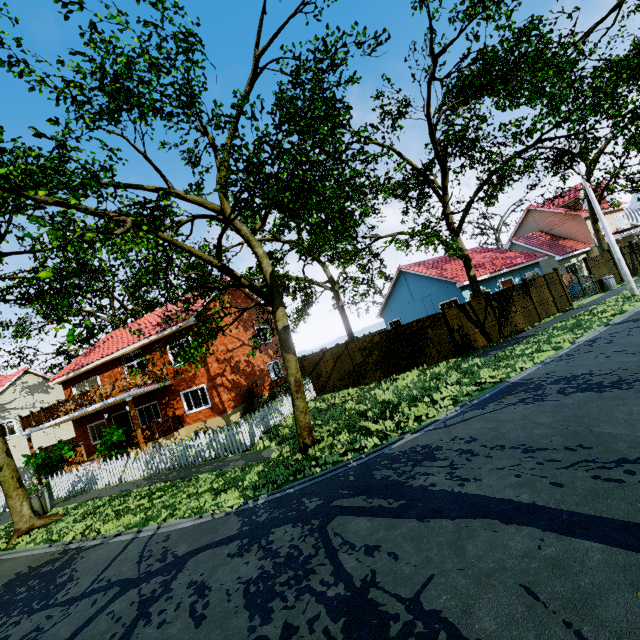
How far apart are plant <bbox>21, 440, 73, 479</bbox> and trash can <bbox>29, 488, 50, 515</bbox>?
6.5m

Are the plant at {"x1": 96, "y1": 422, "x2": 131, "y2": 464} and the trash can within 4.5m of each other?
yes

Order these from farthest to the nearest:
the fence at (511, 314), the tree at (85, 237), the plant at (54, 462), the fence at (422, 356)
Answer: the plant at (54, 462)
the fence at (511, 314)
the fence at (422, 356)
the tree at (85, 237)

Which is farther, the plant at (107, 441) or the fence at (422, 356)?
the plant at (107, 441)

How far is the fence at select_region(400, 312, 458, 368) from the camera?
15.94m

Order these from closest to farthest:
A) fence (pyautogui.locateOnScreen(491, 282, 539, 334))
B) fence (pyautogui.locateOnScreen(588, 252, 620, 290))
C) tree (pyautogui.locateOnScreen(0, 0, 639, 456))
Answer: tree (pyautogui.locateOnScreen(0, 0, 639, 456)), fence (pyautogui.locateOnScreen(491, 282, 539, 334)), fence (pyautogui.locateOnScreen(588, 252, 620, 290))

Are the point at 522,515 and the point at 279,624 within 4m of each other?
yes

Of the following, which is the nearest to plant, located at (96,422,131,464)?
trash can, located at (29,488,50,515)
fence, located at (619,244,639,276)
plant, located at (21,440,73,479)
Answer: fence, located at (619,244,639,276)
